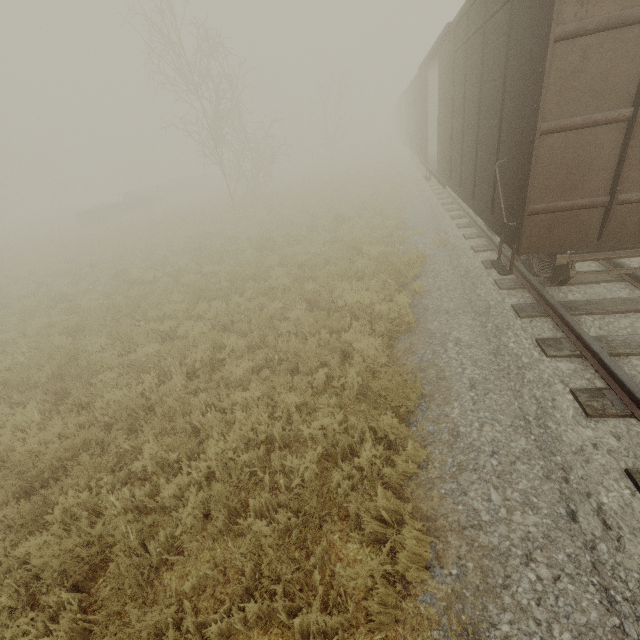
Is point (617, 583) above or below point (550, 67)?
below

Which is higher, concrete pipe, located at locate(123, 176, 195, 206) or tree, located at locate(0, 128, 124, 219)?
tree, located at locate(0, 128, 124, 219)

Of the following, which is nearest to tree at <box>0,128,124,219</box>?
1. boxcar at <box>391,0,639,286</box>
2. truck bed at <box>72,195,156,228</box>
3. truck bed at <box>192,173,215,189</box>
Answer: truck bed at <box>192,173,215,189</box>

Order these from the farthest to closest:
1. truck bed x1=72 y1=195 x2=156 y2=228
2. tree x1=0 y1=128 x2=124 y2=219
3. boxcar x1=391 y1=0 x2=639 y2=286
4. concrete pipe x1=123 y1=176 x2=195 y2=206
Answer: tree x1=0 y1=128 x2=124 y2=219 < concrete pipe x1=123 y1=176 x2=195 y2=206 < truck bed x1=72 y1=195 x2=156 y2=228 < boxcar x1=391 y1=0 x2=639 y2=286

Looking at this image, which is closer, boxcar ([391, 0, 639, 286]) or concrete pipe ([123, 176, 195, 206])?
boxcar ([391, 0, 639, 286])

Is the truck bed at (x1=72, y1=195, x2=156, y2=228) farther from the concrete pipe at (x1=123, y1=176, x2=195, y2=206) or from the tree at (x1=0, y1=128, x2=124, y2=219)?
the tree at (x1=0, y1=128, x2=124, y2=219)

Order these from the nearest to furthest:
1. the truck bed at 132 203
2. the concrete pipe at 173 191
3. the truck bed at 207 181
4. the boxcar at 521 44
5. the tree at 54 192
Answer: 1. the boxcar at 521 44
2. the truck bed at 132 203
3. the concrete pipe at 173 191
4. the truck bed at 207 181
5. the tree at 54 192

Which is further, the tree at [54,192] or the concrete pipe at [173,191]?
the tree at [54,192]
